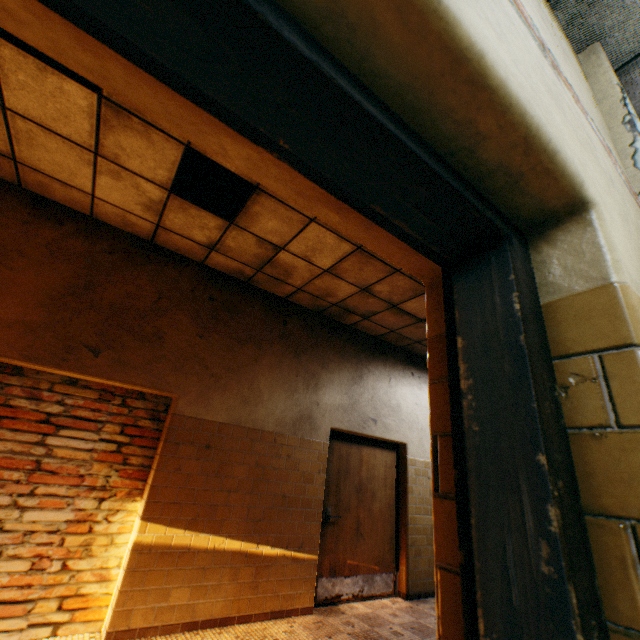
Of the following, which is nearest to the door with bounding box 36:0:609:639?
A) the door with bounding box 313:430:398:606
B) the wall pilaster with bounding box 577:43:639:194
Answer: the wall pilaster with bounding box 577:43:639:194

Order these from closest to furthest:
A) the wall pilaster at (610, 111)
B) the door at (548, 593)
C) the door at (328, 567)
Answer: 1. the door at (548, 593)
2. the wall pilaster at (610, 111)
3. the door at (328, 567)

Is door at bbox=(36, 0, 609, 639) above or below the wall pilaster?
below

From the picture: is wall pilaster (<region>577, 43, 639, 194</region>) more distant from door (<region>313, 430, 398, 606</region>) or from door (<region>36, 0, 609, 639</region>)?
door (<region>313, 430, 398, 606</region>)

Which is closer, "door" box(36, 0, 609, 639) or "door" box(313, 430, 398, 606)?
"door" box(36, 0, 609, 639)

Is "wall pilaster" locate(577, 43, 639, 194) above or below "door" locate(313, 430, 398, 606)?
above

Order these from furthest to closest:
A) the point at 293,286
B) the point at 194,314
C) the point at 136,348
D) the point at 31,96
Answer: the point at 293,286 < the point at 194,314 < the point at 136,348 < the point at 31,96

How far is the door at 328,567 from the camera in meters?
4.5
